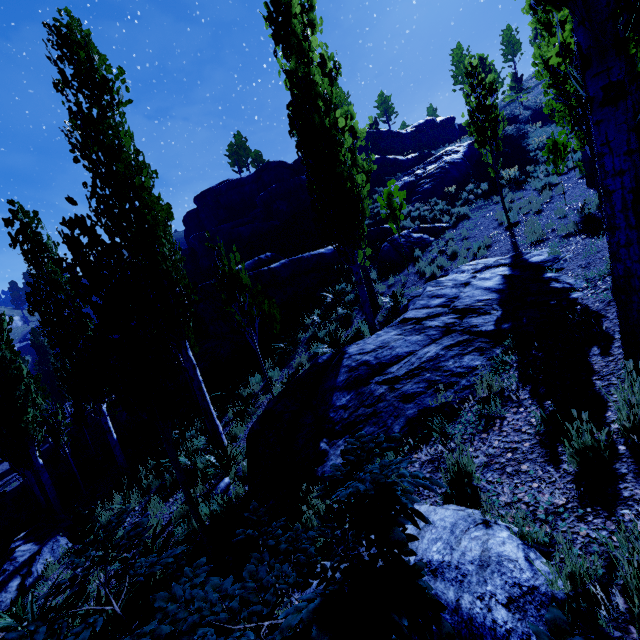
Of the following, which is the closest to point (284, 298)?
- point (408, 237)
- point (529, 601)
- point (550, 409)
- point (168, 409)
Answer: point (408, 237)

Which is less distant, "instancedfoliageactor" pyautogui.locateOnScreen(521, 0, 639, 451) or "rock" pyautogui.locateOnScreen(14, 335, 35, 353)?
"instancedfoliageactor" pyautogui.locateOnScreen(521, 0, 639, 451)

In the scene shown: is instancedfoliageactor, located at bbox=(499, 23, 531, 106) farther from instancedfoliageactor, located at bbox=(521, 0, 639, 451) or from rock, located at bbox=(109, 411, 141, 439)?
rock, located at bbox=(109, 411, 141, 439)

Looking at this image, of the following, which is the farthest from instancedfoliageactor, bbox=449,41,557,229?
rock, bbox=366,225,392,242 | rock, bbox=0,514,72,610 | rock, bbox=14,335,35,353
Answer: rock, bbox=14,335,35,353

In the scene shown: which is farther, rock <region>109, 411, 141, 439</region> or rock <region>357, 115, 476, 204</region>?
rock <region>357, 115, 476, 204</region>

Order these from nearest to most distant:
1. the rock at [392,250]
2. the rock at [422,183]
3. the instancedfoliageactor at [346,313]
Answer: the instancedfoliageactor at [346,313] → the rock at [392,250] → the rock at [422,183]

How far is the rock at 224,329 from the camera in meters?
15.4

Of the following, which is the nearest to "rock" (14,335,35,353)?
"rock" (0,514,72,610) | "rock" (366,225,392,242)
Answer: "rock" (366,225,392,242)
